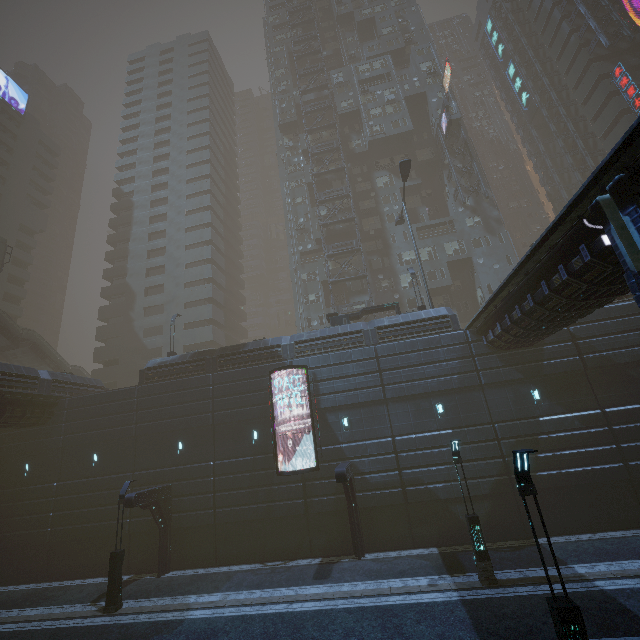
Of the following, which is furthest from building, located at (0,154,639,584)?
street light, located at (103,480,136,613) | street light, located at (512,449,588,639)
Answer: street light, located at (512,449,588,639)

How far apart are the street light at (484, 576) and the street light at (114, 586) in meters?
16.8 m

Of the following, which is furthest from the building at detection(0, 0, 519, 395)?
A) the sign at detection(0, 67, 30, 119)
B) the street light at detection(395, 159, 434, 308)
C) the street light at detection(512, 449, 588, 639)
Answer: the sign at detection(0, 67, 30, 119)

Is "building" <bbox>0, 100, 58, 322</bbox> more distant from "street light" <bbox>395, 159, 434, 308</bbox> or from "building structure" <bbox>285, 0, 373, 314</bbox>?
"street light" <bbox>395, 159, 434, 308</bbox>

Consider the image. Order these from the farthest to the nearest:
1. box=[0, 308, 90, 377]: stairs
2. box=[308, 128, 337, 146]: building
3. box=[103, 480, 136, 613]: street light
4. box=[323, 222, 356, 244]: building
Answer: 1. box=[308, 128, 337, 146]: building
2. box=[323, 222, 356, 244]: building
3. box=[0, 308, 90, 377]: stairs
4. box=[103, 480, 136, 613]: street light

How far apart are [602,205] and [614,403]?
15.2m

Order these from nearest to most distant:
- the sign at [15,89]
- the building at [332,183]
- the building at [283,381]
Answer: the building at [283,381]
the building at [332,183]
the sign at [15,89]

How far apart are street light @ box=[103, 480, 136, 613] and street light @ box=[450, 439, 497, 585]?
16.8m
